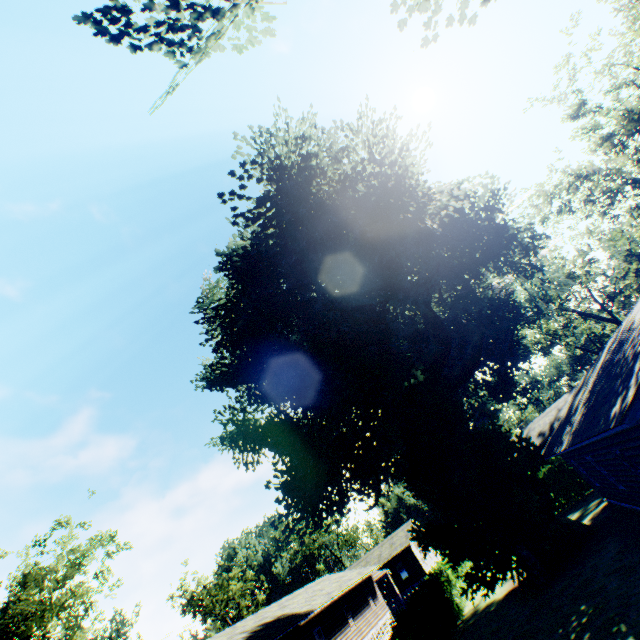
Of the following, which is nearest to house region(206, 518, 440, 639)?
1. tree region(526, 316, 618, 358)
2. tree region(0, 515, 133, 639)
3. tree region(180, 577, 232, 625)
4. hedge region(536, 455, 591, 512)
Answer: hedge region(536, 455, 591, 512)

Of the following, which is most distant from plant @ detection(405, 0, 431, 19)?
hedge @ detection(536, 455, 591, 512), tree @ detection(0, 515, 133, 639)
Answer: hedge @ detection(536, 455, 591, 512)

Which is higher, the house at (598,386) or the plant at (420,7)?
the plant at (420,7)

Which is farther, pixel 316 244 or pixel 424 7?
pixel 316 244

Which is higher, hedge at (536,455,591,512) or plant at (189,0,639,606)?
plant at (189,0,639,606)

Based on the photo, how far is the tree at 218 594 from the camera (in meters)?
56.59

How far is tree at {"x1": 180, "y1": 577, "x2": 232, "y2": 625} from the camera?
56.6m

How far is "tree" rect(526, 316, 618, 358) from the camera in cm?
4878
